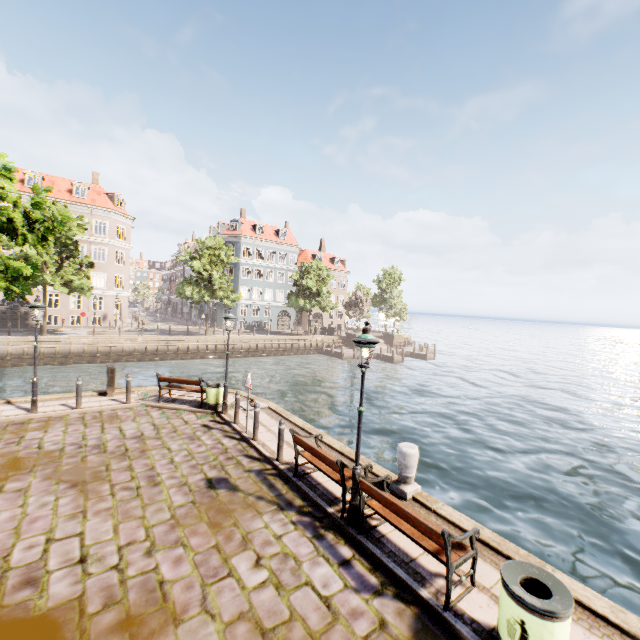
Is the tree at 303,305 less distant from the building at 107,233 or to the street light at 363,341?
the building at 107,233

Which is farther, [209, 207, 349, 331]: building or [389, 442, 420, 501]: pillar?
[209, 207, 349, 331]: building

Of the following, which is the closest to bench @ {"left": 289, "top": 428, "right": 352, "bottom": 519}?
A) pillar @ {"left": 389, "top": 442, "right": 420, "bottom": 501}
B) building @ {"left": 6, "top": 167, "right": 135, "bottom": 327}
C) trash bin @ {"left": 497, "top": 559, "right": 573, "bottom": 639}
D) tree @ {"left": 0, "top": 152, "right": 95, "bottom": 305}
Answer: pillar @ {"left": 389, "top": 442, "right": 420, "bottom": 501}

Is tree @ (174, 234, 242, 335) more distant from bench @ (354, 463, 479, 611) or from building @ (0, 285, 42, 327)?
bench @ (354, 463, 479, 611)

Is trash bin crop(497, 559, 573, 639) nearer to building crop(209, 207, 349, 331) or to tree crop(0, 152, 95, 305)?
tree crop(0, 152, 95, 305)

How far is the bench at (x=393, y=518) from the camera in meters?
4.5 m

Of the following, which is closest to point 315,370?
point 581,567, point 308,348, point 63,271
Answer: point 308,348

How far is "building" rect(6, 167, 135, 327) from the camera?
35.03m
